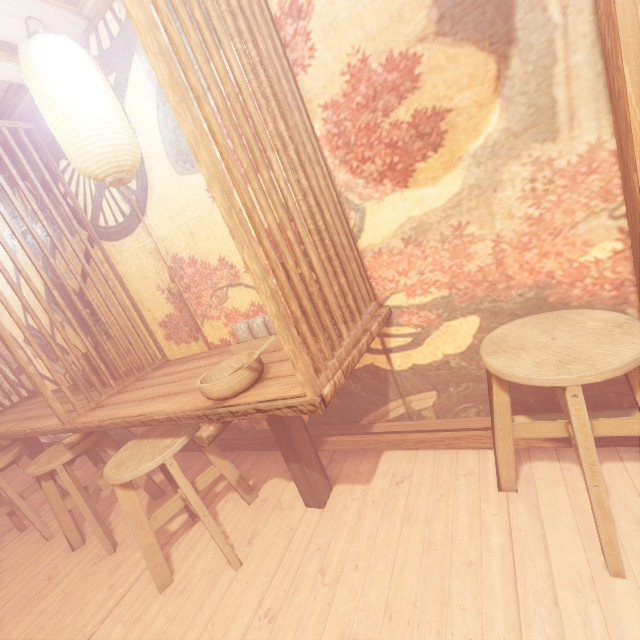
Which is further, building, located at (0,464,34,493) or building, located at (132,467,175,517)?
building, located at (0,464,34,493)

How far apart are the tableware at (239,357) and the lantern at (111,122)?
2.0 meters

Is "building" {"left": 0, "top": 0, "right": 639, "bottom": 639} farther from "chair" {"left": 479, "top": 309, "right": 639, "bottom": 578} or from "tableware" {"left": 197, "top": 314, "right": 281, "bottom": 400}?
"tableware" {"left": 197, "top": 314, "right": 281, "bottom": 400}

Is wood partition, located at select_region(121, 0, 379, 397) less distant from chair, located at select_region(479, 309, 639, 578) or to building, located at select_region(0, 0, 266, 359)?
building, located at select_region(0, 0, 266, 359)

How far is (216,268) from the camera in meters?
3.8

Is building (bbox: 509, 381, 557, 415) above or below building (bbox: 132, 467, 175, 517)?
above

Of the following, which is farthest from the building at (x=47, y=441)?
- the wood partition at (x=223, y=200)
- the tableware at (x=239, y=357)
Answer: the tableware at (x=239, y=357)

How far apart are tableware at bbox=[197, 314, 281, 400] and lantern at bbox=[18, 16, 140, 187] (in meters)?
2.02
